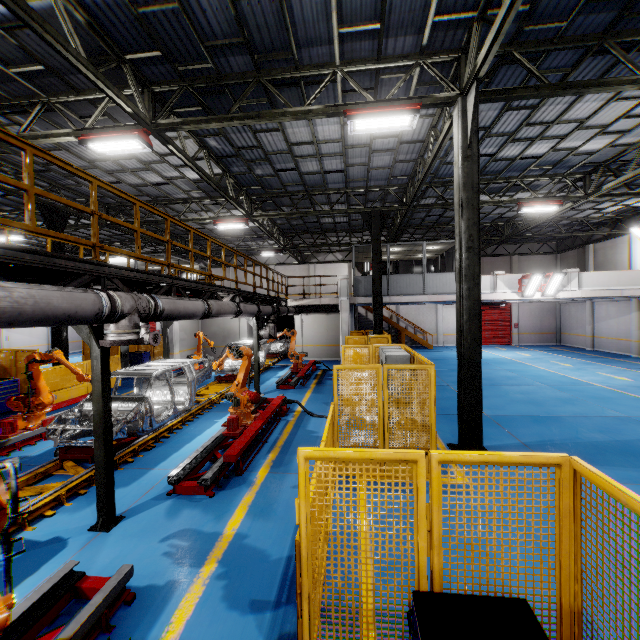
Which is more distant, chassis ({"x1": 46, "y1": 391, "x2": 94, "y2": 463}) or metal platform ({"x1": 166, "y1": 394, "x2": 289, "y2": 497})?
chassis ({"x1": 46, "y1": 391, "x2": 94, "y2": 463})

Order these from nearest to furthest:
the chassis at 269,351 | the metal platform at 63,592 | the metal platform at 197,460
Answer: the metal platform at 63,592 < the metal platform at 197,460 < the chassis at 269,351

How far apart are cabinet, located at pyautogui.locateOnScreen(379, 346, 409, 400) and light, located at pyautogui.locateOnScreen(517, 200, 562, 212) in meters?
9.4

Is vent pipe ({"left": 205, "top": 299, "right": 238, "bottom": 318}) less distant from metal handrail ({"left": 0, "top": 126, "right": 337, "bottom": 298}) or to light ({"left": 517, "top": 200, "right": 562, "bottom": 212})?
metal handrail ({"left": 0, "top": 126, "right": 337, "bottom": 298})

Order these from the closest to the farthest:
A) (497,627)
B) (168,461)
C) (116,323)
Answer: (497,627)
(116,323)
(168,461)

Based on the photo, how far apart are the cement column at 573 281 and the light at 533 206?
4.60m

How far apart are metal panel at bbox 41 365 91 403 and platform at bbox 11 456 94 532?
4.6m

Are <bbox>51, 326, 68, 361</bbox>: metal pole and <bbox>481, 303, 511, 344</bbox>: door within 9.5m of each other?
no
